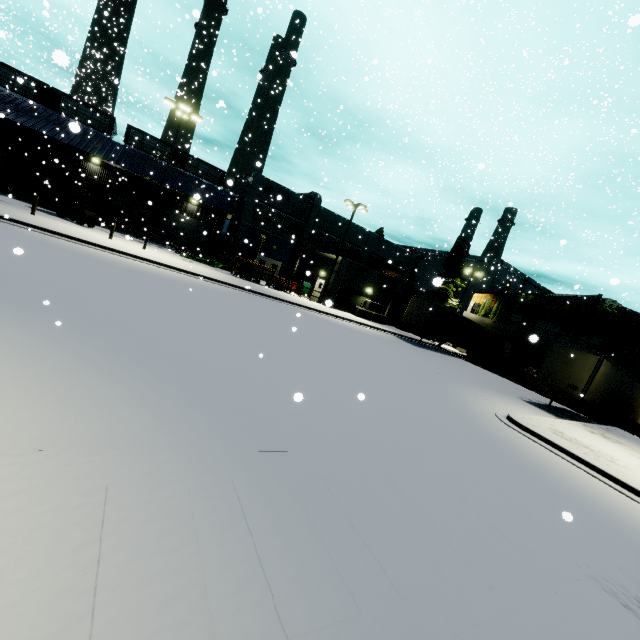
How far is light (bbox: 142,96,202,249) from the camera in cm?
2067

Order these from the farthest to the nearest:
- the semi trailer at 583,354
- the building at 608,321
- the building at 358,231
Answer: the building at 358,231
the building at 608,321
the semi trailer at 583,354

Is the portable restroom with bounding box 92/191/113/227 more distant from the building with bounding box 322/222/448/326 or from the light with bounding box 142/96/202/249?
the light with bounding box 142/96/202/249

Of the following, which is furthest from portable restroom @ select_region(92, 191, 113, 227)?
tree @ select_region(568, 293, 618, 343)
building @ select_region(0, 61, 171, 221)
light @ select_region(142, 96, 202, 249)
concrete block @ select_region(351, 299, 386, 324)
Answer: tree @ select_region(568, 293, 618, 343)

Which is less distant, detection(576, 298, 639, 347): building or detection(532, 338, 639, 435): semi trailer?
detection(532, 338, 639, 435): semi trailer

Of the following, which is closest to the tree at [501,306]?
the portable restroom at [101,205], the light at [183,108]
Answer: the light at [183,108]

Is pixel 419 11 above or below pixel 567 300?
above

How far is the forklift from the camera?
23.88m
